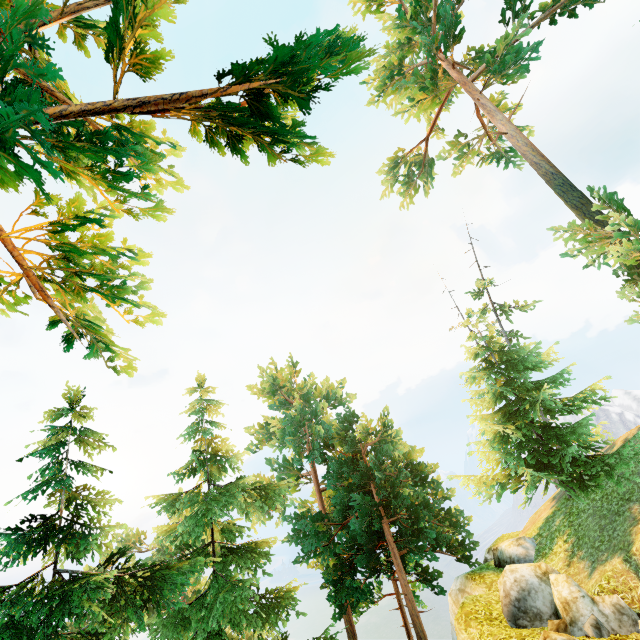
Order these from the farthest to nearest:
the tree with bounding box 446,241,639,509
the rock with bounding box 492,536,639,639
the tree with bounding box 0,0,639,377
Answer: the tree with bounding box 446,241,639,509 < the rock with bounding box 492,536,639,639 < the tree with bounding box 0,0,639,377

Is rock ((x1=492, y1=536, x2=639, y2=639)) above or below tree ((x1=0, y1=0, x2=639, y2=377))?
below

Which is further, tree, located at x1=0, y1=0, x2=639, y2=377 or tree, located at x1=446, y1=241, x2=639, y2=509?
tree, located at x1=446, y1=241, x2=639, y2=509

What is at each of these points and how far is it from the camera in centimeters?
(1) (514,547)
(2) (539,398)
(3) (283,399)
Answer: (1) rock, 1382cm
(2) tree, 1341cm
(3) tree, 3106cm

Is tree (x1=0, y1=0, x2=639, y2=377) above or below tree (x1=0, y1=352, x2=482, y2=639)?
above

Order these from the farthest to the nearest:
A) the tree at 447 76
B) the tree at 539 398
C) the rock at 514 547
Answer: the tree at 539 398
the rock at 514 547
the tree at 447 76

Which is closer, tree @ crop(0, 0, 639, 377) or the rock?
tree @ crop(0, 0, 639, 377)

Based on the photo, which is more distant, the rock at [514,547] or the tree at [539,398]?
the tree at [539,398]
